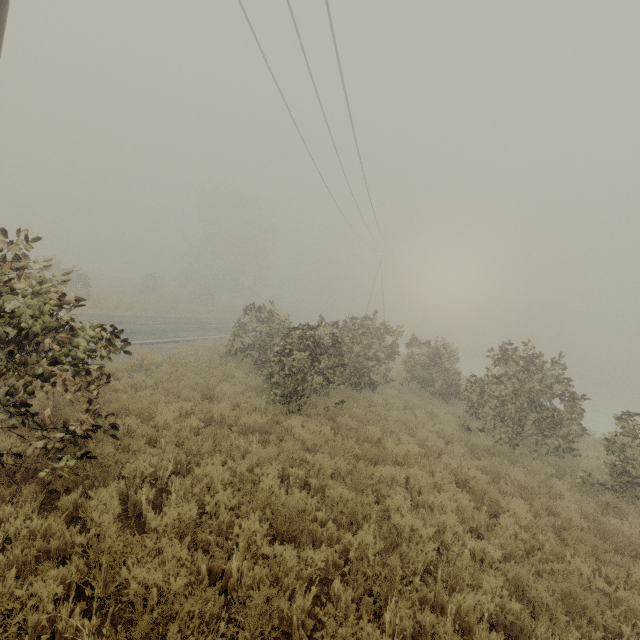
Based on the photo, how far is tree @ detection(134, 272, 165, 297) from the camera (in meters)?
39.41

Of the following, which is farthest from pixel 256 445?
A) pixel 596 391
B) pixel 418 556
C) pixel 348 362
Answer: pixel 596 391

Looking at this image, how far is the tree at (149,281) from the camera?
39.4m
